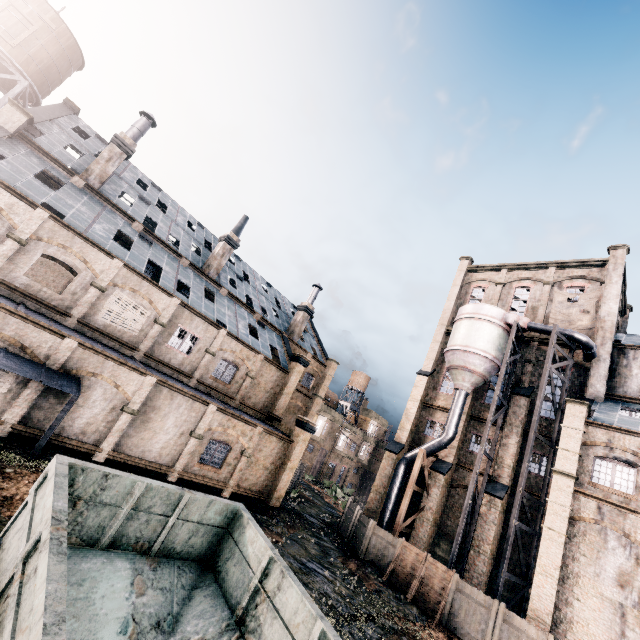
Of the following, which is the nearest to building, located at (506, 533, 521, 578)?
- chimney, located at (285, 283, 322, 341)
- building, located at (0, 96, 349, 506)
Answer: building, located at (0, 96, 349, 506)

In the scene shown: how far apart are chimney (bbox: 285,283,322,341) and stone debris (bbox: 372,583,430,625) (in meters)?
24.38

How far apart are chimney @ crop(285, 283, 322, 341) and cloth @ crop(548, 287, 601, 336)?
24.16m

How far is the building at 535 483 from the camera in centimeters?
2497cm

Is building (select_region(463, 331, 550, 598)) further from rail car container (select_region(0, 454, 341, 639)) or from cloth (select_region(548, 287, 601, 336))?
rail car container (select_region(0, 454, 341, 639))

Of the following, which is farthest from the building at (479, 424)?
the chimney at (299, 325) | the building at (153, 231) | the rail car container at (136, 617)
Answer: the rail car container at (136, 617)

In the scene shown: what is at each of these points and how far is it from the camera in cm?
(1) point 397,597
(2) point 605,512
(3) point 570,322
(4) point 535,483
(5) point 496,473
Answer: (1) stone debris, 1956
(2) building, 1894
(3) cloth, 2962
(4) building, 2522
(5) building, 2619

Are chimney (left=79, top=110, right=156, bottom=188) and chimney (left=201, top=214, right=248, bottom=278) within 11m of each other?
yes
